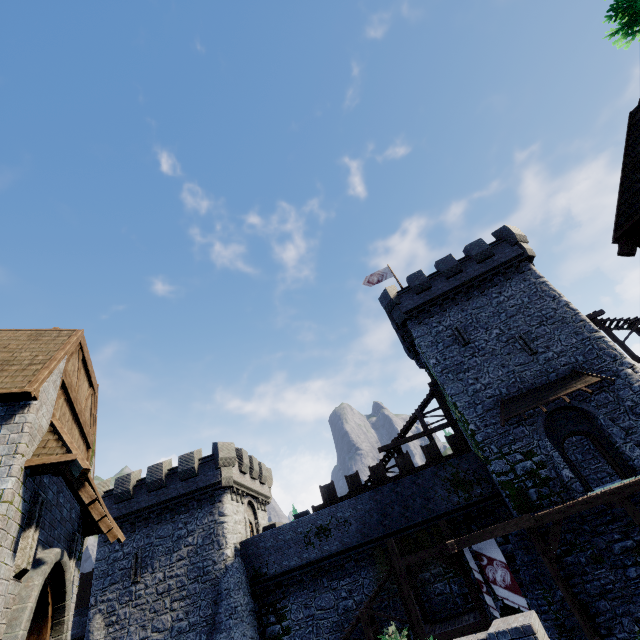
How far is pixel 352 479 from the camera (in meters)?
23.55

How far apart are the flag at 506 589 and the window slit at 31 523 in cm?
1677

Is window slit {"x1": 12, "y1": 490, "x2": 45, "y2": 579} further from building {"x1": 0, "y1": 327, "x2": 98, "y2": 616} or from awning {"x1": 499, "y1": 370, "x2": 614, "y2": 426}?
awning {"x1": 499, "y1": 370, "x2": 614, "y2": 426}

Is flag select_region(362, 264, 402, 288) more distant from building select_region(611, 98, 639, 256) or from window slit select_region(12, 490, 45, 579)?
window slit select_region(12, 490, 45, 579)

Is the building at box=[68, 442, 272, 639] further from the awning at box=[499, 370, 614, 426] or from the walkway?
the awning at box=[499, 370, 614, 426]

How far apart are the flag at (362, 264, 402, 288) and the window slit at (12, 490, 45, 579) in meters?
26.1

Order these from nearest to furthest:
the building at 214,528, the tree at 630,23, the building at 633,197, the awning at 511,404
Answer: the tree at 630,23, the building at 633,197, the awning at 511,404, the building at 214,528

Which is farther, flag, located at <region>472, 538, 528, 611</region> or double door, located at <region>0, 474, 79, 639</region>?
flag, located at <region>472, 538, 528, 611</region>
